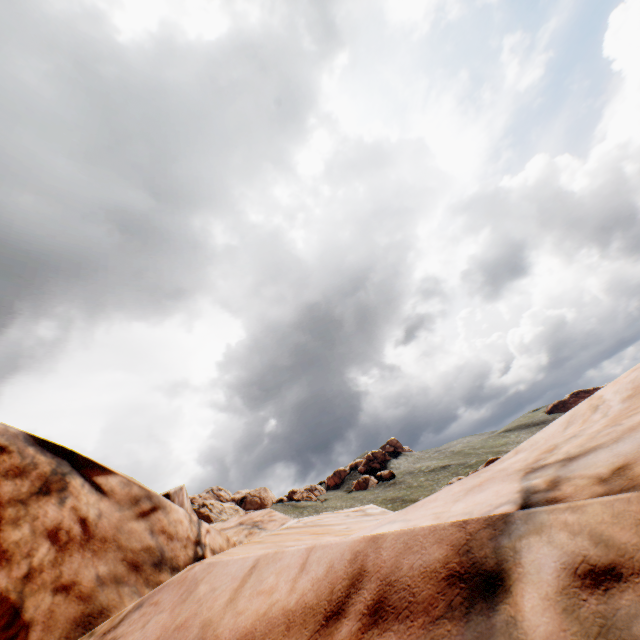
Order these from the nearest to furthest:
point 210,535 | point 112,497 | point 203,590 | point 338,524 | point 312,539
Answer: point 203,590, point 312,539, point 112,497, point 338,524, point 210,535
